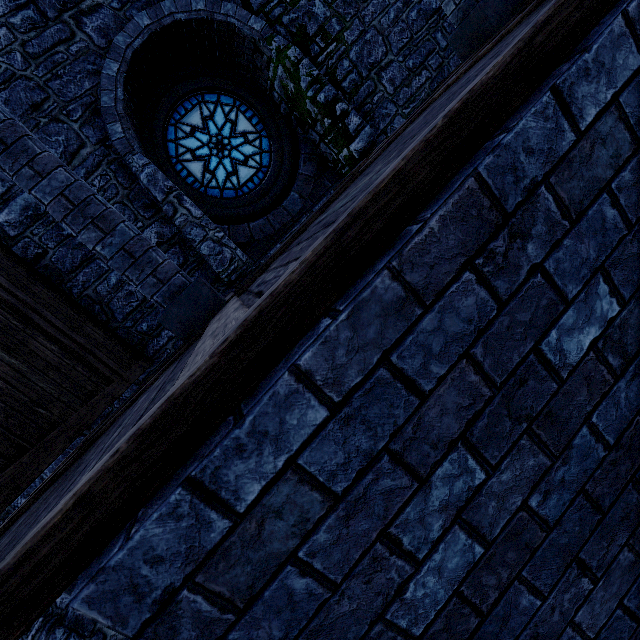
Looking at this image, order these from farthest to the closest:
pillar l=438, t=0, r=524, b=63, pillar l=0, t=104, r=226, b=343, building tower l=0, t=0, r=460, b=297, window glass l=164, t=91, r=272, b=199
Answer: window glass l=164, t=91, r=272, b=199
building tower l=0, t=0, r=460, b=297
pillar l=438, t=0, r=524, b=63
pillar l=0, t=104, r=226, b=343

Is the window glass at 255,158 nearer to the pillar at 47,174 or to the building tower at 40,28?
the building tower at 40,28

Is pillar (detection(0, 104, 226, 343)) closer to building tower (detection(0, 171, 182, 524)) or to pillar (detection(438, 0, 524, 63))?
building tower (detection(0, 171, 182, 524))

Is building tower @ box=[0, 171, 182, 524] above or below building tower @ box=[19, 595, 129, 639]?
above

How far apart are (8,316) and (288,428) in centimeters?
416cm

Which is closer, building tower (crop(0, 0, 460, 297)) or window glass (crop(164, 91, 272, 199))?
building tower (crop(0, 0, 460, 297))

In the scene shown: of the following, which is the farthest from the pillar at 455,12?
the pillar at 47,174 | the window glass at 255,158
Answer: the window glass at 255,158

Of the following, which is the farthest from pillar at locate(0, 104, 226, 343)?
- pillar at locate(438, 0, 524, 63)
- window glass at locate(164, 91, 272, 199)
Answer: window glass at locate(164, 91, 272, 199)
